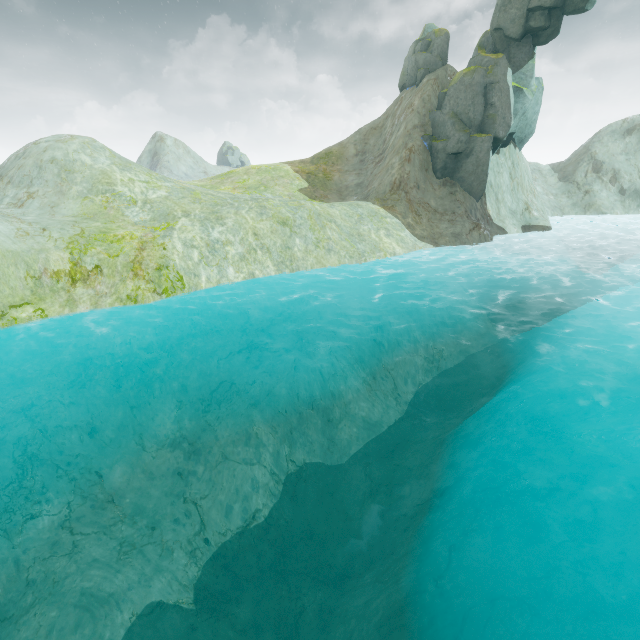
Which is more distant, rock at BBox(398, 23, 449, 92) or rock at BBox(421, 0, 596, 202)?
rock at BBox(398, 23, 449, 92)

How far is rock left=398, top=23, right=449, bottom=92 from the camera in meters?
31.2

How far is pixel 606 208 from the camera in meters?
43.7 m

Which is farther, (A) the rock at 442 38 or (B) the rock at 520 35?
(A) the rock at 442 38

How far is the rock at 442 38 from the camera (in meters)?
31.25
